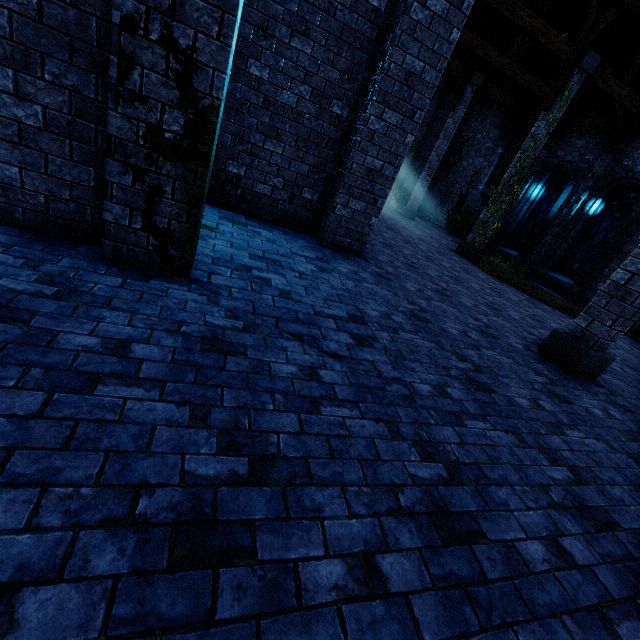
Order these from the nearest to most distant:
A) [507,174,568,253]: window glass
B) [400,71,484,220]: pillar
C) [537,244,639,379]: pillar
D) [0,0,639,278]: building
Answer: [0,0,639,278]: building → [537,244,639,379]: pillar → [507,174,568,253]: window glass → [400,71,484,220]: pillar

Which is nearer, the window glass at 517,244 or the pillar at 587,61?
the pillar at 587,61

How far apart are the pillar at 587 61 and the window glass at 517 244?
3.7 meters

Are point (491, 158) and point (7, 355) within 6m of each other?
no

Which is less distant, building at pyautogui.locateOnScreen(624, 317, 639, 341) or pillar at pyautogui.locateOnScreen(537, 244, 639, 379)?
pillar at pyautogui.locateOnScreen(537, 244, 639, 379)

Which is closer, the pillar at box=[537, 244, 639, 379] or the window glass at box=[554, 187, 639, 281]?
the pillar at box=[537, 244, 639, 379]

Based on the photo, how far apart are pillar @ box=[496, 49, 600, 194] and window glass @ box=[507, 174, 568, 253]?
3.7 meters

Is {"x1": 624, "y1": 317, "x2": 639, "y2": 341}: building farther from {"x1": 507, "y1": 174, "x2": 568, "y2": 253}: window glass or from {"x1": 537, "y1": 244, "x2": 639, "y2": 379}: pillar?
{"x1": 507, "y1": 174, "x2": 568, "y2": 253}: window glass
